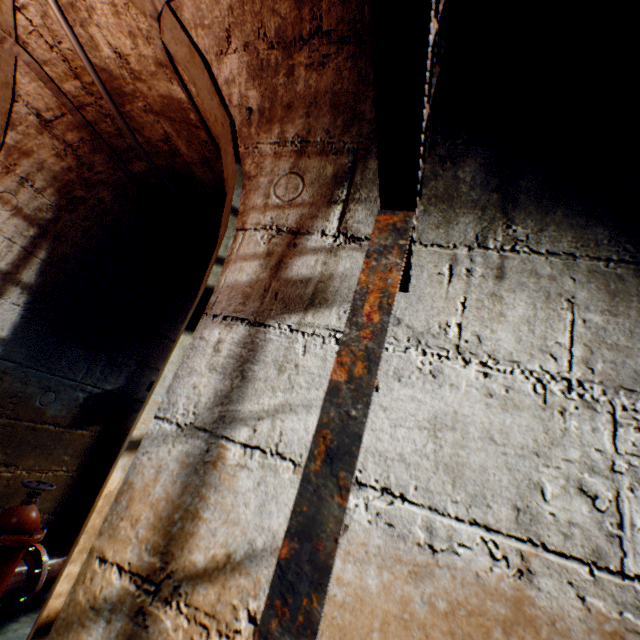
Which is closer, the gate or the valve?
the gate

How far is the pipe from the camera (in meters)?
2.40

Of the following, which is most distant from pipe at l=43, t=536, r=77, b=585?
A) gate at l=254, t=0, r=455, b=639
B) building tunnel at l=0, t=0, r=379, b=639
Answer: gate at l=254, t=0, r=455, b=639

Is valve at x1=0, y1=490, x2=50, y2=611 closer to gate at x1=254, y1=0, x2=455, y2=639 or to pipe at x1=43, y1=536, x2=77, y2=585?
pipe at x1=43, y1=536, x2=77, y2=585

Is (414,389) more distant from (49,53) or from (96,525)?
(49,53)

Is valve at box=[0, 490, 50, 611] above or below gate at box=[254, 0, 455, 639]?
below

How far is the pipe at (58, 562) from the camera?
2.40m

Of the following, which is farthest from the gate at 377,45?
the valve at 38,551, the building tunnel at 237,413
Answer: the valve at 38,551
